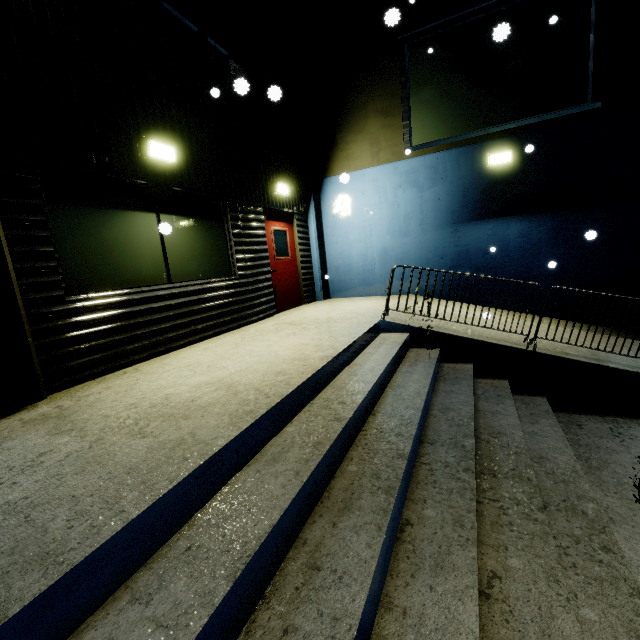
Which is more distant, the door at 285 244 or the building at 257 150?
the door at 285 244

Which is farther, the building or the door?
the door

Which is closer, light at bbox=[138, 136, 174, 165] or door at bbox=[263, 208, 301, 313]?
light at bbox=[138, 136, 174, 165]

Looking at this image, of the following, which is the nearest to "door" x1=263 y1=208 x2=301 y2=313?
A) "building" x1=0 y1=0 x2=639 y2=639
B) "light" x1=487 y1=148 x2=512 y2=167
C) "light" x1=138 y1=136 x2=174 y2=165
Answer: "building" x1=0 y1=0 x2=639 y2=639

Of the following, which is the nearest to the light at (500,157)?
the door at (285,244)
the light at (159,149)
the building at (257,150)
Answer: the building at (257,150)

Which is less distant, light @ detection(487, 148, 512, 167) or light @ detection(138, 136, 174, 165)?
light @ detection(138, 136, 174, 165)

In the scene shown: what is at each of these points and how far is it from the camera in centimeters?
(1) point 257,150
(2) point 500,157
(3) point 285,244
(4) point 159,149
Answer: (1) building, 709cm
(2) light, 708cm
(3) door, 832cm
(4) light, 462cm

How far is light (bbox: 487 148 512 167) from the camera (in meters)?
7.02
